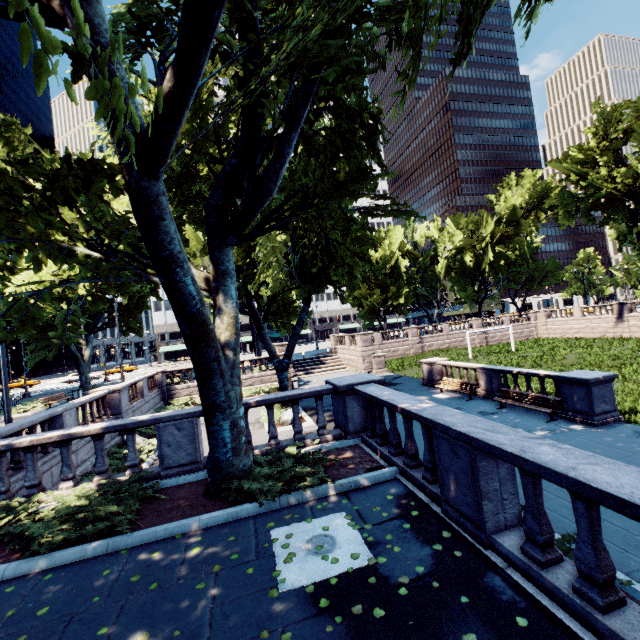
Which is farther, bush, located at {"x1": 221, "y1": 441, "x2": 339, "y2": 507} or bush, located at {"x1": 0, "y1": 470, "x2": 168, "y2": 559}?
bush, located at {"x1": 221, "y1": 441, "x2": 339, "y2": 507}

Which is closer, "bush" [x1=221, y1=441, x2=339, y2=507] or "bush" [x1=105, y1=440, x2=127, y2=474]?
"bush" [x1=221, y1=441, x2=339, y2=507]

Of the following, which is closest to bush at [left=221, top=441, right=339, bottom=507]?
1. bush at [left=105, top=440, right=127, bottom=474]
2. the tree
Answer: the tree

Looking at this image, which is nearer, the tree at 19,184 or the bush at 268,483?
the tree at 19,184

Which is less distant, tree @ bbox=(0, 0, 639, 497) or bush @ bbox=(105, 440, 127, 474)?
tree @ bbox=(0, 0, 639, 497)

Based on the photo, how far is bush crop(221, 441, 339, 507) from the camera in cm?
625

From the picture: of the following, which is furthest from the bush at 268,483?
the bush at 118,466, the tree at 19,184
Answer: the bush at 118,466

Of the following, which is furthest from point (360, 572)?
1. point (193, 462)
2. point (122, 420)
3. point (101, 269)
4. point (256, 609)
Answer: point (101, 269)
